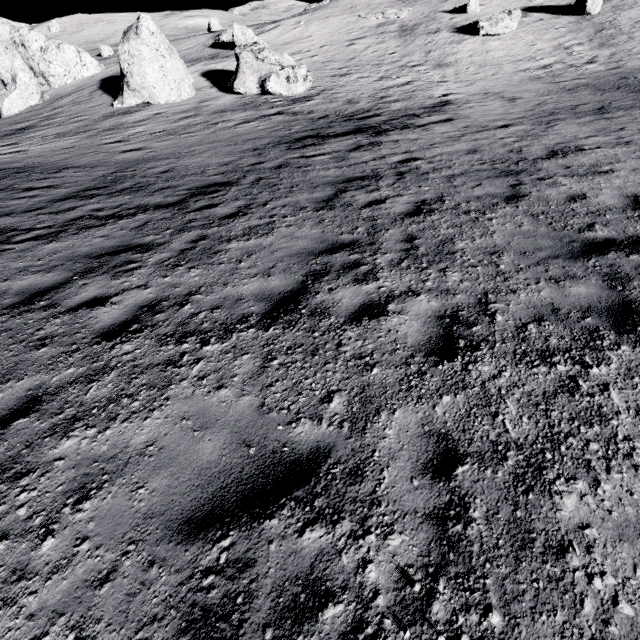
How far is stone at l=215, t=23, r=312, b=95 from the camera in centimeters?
2098cm

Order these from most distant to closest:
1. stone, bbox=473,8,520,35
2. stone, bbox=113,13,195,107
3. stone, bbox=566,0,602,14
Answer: stone, bbox=566,0,602,14
stone, bbox=473,8,520,35
stone, bbox=113,13,195,107

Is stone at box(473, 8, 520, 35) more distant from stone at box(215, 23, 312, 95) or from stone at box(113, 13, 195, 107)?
stone at box(113, 13, 195, 107)

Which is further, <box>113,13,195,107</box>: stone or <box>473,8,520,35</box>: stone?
<box>473,8,520,35</box>: stone

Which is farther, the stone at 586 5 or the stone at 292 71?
the stone at 586 5

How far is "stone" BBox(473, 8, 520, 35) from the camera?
27.7m

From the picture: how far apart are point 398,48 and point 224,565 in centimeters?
3833cm

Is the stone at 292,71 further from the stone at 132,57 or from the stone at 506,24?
the stone at 506,24
